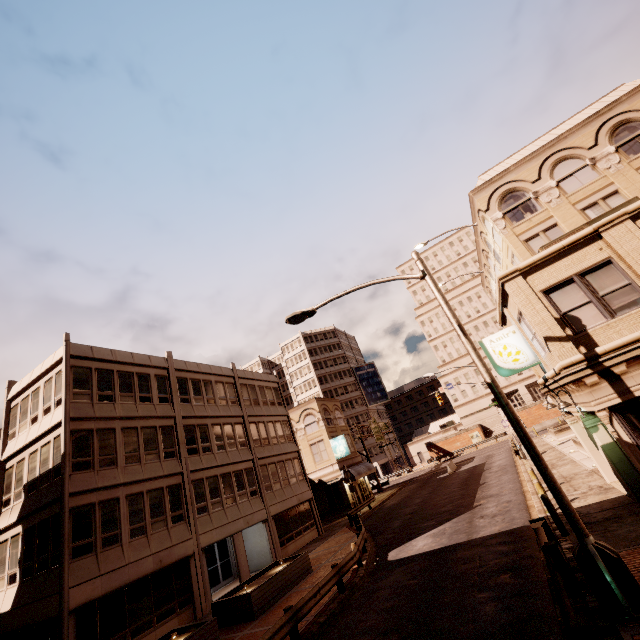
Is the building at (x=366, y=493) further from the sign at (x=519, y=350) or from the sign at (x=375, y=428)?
the sign at (x=519, y=350)

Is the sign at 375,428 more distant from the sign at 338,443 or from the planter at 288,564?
the planter at 288,564

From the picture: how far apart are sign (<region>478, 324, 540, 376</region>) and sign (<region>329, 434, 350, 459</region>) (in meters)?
27.28

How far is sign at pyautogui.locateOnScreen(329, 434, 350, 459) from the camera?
37.7 meters

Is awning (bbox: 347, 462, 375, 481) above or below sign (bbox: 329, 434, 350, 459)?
below

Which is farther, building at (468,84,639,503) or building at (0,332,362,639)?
building at (0,332,362,639)

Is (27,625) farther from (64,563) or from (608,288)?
(608,288)

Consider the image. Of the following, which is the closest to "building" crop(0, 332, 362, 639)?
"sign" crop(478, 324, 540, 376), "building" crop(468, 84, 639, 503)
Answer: "sign" crop(478, 324, 540, 376)
